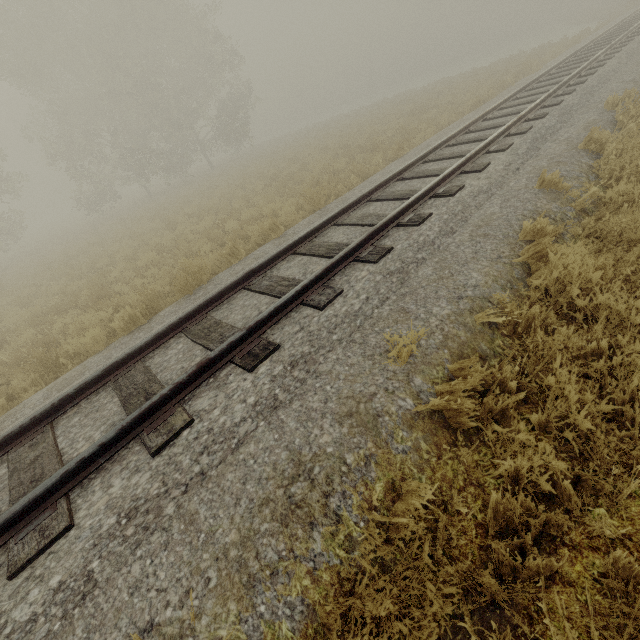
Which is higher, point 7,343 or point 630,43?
point 630,43
